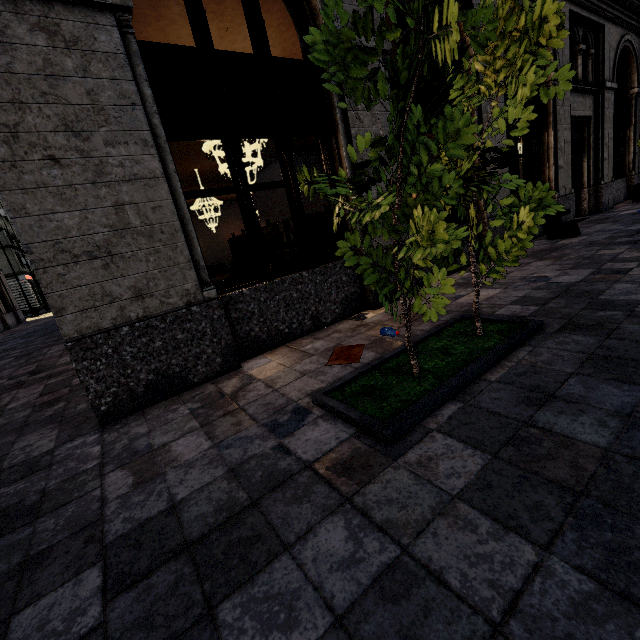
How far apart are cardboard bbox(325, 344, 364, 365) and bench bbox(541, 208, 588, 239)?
7.16m

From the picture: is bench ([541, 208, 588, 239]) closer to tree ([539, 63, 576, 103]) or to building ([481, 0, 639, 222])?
building ([481, 0, 639, 222])

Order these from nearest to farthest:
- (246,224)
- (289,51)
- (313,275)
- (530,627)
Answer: → (530,627) < (246,224) < (313,275) < (289,51)

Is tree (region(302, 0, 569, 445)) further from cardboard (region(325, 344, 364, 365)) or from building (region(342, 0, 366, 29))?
building (region(342, 0, 366, 29))

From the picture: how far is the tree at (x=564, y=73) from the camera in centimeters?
285cm

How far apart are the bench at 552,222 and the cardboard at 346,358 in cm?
716
